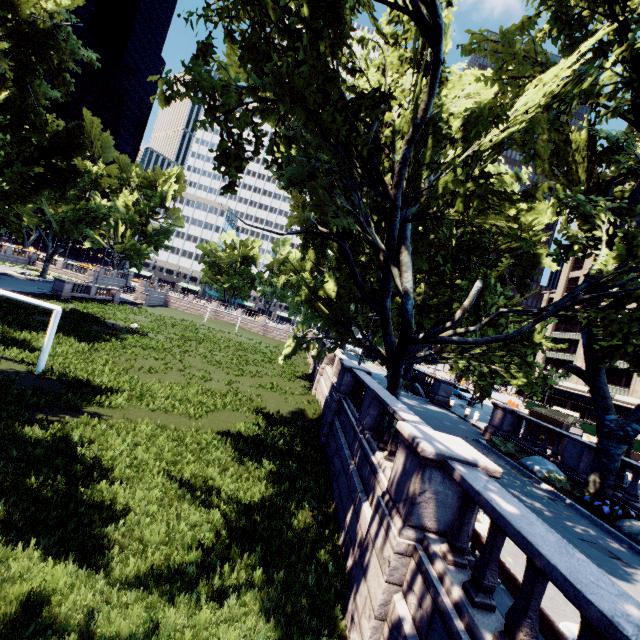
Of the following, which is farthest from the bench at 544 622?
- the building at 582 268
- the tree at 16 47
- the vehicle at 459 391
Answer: the building at 582 268

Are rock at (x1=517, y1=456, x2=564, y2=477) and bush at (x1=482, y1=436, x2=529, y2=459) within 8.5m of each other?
yes

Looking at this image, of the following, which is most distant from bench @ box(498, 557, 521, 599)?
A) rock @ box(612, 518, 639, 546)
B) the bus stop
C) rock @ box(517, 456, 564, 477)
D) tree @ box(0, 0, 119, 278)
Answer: the bus stop

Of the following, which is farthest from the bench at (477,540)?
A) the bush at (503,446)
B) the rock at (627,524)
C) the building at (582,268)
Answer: the building at (582,268)

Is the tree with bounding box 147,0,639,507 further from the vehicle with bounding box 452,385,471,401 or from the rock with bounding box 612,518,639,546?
the vehicle with bounding box 452,385,471,401

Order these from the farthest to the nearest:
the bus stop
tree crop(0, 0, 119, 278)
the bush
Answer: tree crop(0, 0, 119, 278) → the bus stop → the bush

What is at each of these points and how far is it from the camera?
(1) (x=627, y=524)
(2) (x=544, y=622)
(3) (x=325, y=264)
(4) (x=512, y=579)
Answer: (1) rock, 10.2m
(2) bench, 4.4m
(3) tree, 31.9m
(4) bench, 4.9m

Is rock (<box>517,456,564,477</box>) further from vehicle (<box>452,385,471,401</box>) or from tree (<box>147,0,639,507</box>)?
vehicle (<box>452,385,471,401</box>)
